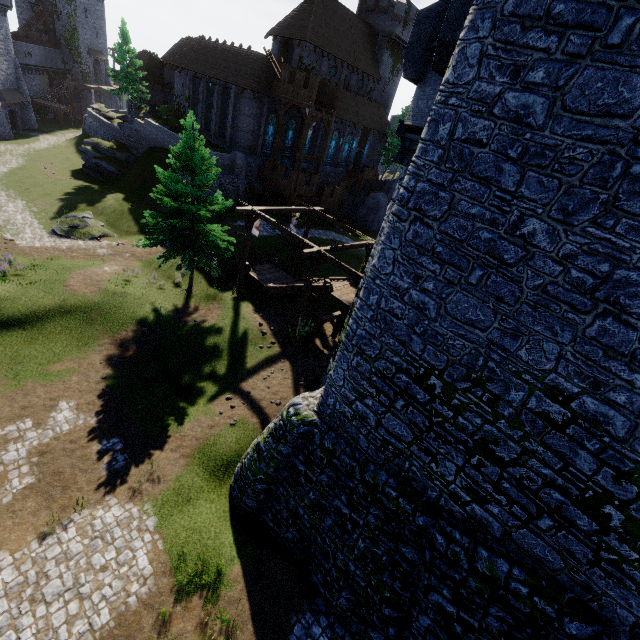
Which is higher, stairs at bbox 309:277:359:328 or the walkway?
the walkway

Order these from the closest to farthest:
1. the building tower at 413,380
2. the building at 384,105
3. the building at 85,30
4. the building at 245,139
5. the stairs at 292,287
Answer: the building tower at 413,380, the stairs at 292,287, the building at 245,139, the building at 384,105, the building at 85,30

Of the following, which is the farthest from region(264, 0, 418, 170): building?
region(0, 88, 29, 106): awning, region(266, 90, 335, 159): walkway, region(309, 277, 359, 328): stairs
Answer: region(309, 277, 359, 328): stairs

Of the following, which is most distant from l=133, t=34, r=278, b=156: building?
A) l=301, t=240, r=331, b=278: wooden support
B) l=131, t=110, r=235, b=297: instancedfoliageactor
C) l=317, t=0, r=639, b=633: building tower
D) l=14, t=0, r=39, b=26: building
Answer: l=317, t=0, r=639, b=633: building tower

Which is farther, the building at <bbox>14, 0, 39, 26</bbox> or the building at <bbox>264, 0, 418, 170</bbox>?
the building at <bbox>14, 0, 39, 26</bbox>

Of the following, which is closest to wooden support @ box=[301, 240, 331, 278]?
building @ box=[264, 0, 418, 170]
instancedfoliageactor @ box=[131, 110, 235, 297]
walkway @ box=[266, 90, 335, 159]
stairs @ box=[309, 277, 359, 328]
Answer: stairs @ box=[309, 277, 359, 328]

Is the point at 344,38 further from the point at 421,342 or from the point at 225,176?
the point at 421,342

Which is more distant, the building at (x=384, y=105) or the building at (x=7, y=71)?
the building at (x=7, y=71)
